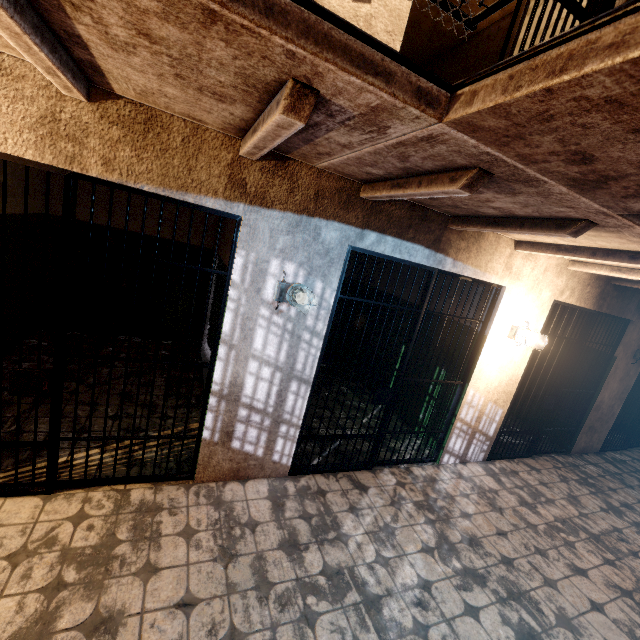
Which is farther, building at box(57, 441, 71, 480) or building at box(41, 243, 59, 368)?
building at box(41, 243, 59, 368)

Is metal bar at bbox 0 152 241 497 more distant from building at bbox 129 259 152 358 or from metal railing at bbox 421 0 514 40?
metal railing at bbox 421 0 514 40

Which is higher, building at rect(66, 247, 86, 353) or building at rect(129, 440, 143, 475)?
building at rect(66, 247, 86, 353)

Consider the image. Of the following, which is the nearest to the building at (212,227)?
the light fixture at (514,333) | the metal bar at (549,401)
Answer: the light fixture at (514,333)

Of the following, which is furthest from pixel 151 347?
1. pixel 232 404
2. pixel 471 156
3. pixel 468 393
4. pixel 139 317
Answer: pixel 471 156

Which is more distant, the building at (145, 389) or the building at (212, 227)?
the building at (212, 227)

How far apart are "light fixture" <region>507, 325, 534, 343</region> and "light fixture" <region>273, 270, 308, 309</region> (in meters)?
2.69

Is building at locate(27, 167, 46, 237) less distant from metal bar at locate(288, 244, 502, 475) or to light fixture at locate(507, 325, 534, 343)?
metal bar at locate(288, 244, 502, 475)
